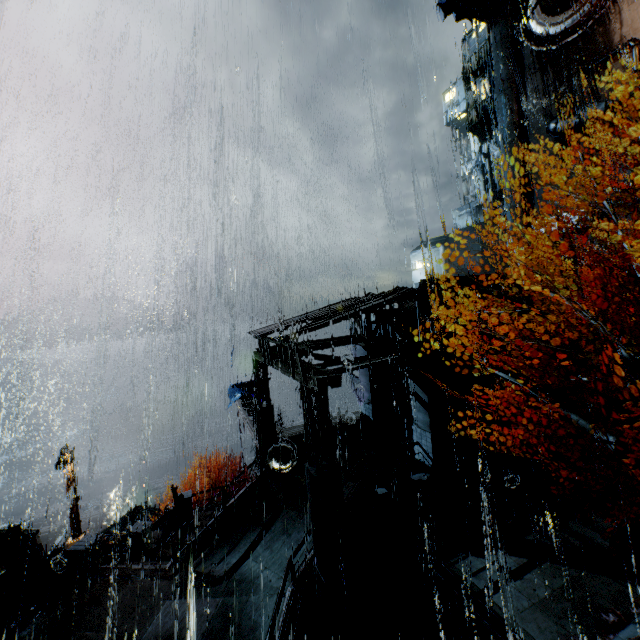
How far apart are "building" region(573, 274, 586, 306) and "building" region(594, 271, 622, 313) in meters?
0.5 m

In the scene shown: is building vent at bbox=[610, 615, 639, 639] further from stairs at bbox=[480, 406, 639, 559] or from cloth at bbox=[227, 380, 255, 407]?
cloth at bbox=[227, 380, 255, 407]

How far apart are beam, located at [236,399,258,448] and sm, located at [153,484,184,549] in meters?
5.1 m

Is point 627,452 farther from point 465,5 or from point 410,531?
point 465,5

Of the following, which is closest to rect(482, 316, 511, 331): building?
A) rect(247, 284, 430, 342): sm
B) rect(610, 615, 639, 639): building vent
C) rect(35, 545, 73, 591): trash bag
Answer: rect(247, 284, 430, 342): sm

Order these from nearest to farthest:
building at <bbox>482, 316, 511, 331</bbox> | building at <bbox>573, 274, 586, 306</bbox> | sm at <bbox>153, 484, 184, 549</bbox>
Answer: building at <bbox>482, 316, 511, 331</bbox>, sm at <bbox>153, 484, 184, 549</bbox>, building at <bbox>573, 274, 586, 306</bbox>

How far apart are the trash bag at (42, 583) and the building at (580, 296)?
26.5 meters

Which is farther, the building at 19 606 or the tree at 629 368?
the building at 19 606
